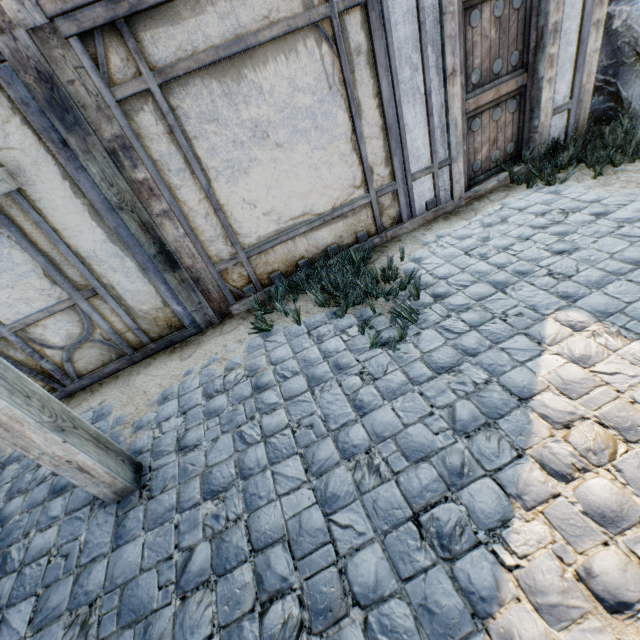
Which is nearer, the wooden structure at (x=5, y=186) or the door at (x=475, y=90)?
the wooden structure at (x=5, y=186)

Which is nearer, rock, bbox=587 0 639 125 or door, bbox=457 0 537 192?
door, bbox=457 0 537 192

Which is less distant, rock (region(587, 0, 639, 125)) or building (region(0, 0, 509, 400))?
building (region(0, 0, 509, 400))

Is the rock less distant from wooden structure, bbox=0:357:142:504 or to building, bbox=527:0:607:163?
building, bbox=527:0:607:163

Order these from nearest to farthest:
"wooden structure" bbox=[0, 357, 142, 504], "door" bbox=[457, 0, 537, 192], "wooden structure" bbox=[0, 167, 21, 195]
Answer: "wooden structure" bbox=[0, 357, 142, 504]
"wooden structure" bbox=[0, 167, 21, 195]
"door" bbox=[457, 0, 537, 192]

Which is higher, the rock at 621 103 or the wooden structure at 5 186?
the wooden structure at 5 186

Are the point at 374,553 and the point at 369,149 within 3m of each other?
no
